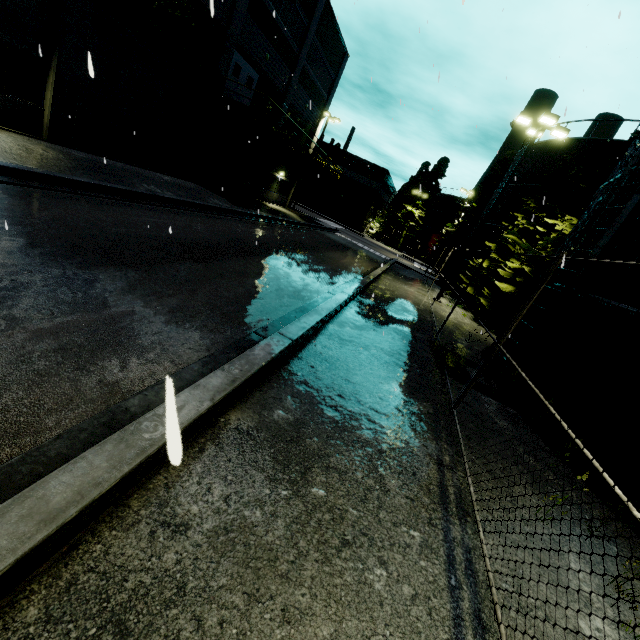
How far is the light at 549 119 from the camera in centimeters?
1493cm

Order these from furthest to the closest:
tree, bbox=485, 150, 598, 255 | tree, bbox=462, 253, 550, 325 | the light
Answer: tree, bbox=462, 253, 550, 325, tree, bbox=485, 150, 598, 255, the light

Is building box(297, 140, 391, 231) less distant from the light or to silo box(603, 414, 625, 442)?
silo box(603, 414, 625, 442)

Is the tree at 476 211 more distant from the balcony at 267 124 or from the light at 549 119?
the light at 549 119

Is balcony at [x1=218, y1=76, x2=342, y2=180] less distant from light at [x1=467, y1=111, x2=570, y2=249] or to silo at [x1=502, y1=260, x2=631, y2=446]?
silo at [x1=502, y1=260, x2=631, y2=446]

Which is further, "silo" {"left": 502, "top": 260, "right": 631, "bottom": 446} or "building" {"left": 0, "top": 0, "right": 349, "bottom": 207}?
"building" {"left": 0, "top": 0, "right": 349, "bottom": 207}

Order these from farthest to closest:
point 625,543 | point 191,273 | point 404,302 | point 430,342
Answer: point 404,302
point 430,342
point 191,273
point 625,543

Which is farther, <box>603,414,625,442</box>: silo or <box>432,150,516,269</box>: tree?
<box>432,150,516,269</box>: tree
